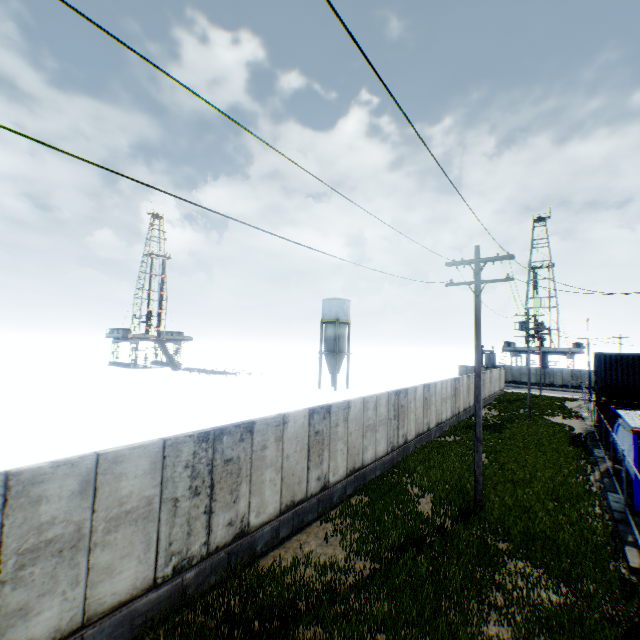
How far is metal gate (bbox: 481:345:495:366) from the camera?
51.5 meters

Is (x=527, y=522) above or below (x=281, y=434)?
below

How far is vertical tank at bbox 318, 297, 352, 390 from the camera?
44.3m

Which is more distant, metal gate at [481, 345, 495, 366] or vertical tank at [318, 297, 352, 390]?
metal gate at [481, 345, 495, 366]

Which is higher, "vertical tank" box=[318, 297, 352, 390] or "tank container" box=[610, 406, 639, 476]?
"vertical tank" box=[318, 297, 352, 390]

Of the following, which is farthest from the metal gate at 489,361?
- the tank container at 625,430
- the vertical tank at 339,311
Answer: the tank container at 625,430

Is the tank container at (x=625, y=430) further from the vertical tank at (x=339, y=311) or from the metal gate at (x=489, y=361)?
the metal gate at (x=489, y=361)

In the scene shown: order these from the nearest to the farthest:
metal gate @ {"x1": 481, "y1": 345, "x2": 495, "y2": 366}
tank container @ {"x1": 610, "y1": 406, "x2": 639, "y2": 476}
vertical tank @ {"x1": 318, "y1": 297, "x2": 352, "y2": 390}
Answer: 1. tank container @ {"x1": 610, "y1": 406, "x2": 639, "y2": 476}
2. vertical tank @ {"x1": 318, "y1": 297, "x2": 352, "y2": 390}
3. metal gate @ {"x1": 481, "y1": 345, "x2": 495, "y2": 366}
